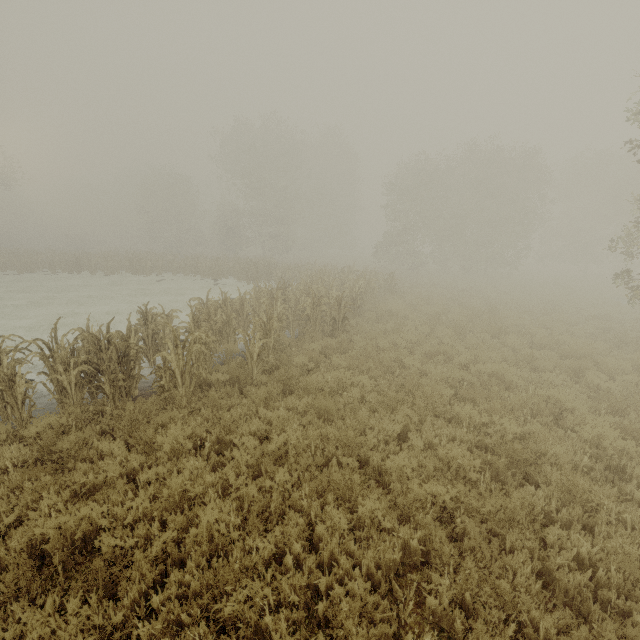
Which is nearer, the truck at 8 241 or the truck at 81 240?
the truck at 8 241

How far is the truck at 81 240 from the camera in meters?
48.0

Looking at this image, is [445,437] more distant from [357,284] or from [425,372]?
[357,284]

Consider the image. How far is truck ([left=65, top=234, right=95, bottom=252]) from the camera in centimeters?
4805cm

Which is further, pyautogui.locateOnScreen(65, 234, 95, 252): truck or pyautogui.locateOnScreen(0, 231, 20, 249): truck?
pyautogui.locateOnScreen(65, 234, 95, 252): truck
